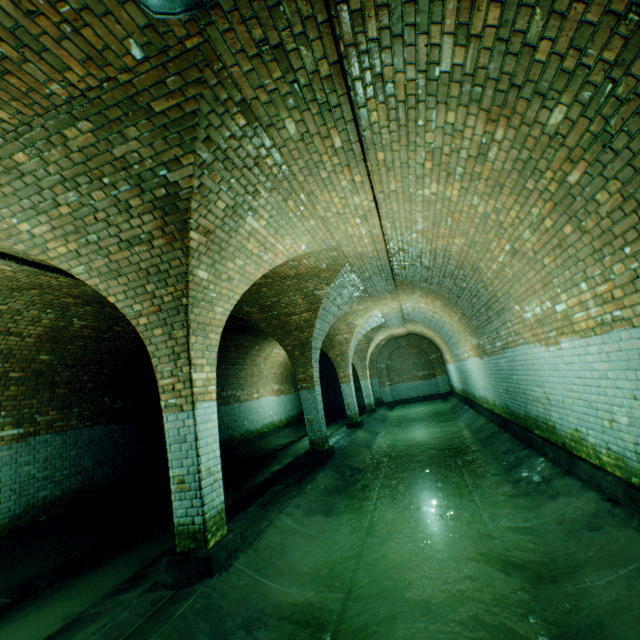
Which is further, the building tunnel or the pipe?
the building tunnel

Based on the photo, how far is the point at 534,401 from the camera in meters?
5.7 m

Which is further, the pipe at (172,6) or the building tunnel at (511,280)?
the building tunnel at (511,280)

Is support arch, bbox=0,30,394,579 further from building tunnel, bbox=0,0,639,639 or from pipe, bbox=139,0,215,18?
pipe, bbox=139,0,215,18

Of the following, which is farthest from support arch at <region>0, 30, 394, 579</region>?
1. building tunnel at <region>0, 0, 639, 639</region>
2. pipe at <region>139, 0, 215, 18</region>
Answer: pipe at <region>139, 0, 215, 18</region>

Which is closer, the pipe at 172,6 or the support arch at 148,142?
the pipe at 172,6

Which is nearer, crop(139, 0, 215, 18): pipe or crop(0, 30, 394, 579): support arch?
crop(139, 0, 215, 18): pipe
